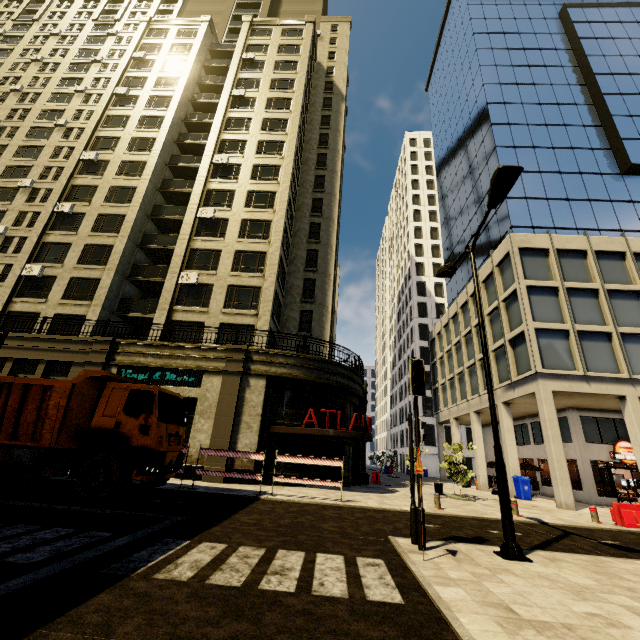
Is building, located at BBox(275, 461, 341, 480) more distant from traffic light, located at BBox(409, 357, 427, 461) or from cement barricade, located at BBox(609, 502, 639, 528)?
traffic light, located at BBox(409, 357, 427, 461)

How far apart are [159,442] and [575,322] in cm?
2362

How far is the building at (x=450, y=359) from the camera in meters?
26.3 m

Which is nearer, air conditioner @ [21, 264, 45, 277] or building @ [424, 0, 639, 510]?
building @ [424, 0, 639, 510]

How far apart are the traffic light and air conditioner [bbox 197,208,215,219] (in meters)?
22.38

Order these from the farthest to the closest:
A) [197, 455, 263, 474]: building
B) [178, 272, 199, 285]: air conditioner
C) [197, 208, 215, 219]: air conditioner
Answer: [197, 208, 215, 219]: air conditioner < [178, 272, 199, 285]: air conditioner < [197, 455, 263, 474]: building

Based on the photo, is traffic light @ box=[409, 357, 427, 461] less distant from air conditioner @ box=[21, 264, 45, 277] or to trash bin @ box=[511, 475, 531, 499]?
trash bin @ box=[511, 475, 531, 499]

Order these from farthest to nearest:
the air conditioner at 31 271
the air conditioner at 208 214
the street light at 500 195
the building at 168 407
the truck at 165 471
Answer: the air conditioner at 208 214, the air conditioner at 31 271, the building at 168 407, the truck at 165 471, the street light at 500 195
